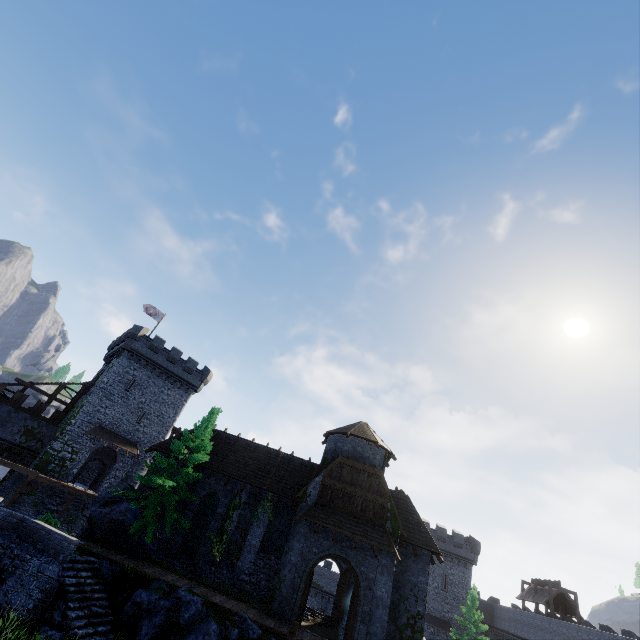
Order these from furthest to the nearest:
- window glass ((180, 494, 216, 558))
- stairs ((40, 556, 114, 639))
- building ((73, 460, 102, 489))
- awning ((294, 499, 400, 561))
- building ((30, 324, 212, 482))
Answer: building ((73, 460, 102, 489)), building ((30, 324, 212, 482)), window glass ((180, 494, 216, 558)), awning ((294, 499, 400, 561)), stairs ((40, 556, 114, 639))

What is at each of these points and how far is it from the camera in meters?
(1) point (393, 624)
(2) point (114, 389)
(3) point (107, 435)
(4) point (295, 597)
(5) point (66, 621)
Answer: (1) building, 19.4
(2) building, 36.5
(3) awning, 34.8
(4) double door, 17.7
(5) stairs, 12.4

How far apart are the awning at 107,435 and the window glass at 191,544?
17.21m

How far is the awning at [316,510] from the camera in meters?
18.7

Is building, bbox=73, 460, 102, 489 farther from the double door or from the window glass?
the double door

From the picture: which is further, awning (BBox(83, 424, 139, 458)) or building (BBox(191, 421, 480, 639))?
awning (BBox(83, 424, 139, 458))

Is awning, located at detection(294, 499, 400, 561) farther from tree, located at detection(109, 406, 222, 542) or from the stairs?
the stairs

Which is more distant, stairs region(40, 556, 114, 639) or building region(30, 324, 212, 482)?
building region(30, 324, 212, 482)
